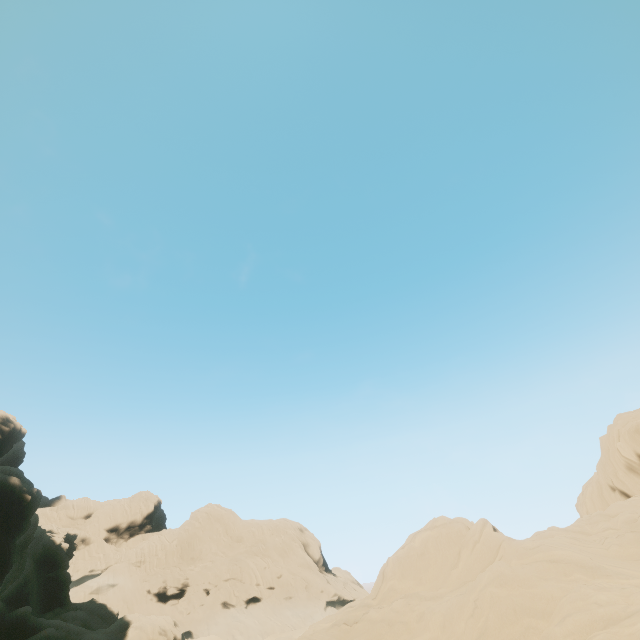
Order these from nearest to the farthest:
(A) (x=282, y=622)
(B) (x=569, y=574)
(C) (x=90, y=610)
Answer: (B) (x=569, y=574) → (C) (x=90, y=610) → (A) (x=282, y=622)
